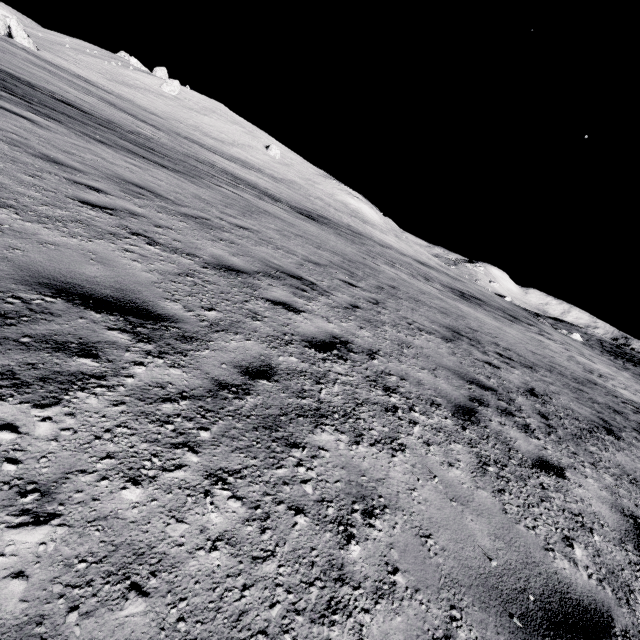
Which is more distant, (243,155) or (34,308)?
(243,155)
